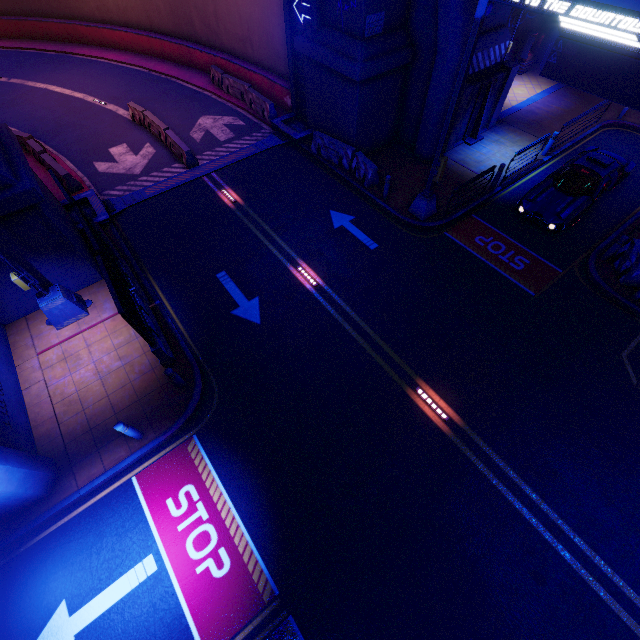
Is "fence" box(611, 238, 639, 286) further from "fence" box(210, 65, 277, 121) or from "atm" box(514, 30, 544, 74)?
"fence" box(210, 65, 277, 121)

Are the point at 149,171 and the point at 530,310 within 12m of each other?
no

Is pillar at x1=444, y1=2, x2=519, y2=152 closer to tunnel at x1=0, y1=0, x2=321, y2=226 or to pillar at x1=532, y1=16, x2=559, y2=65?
tunnel at x1=0, y1=0, x2=321, y2=226

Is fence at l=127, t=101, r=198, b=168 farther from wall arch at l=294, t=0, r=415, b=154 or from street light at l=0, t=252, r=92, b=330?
street light at l=0, t=252, r=92, b=330

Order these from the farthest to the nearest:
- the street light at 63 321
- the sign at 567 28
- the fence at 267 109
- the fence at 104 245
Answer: the fence at 267 109
the street light at 63 321
the fence at 104 245
the sign at 567 28

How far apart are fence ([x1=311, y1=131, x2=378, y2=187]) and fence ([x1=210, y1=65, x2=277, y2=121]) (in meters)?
6.58

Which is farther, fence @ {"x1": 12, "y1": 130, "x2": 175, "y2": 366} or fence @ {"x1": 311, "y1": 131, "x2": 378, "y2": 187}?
fence @ {"x1": 311, "y1": 131, "x2": 378, "y2": 187}

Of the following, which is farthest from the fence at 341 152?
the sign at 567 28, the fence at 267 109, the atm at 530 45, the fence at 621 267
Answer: the atm at 530 45
